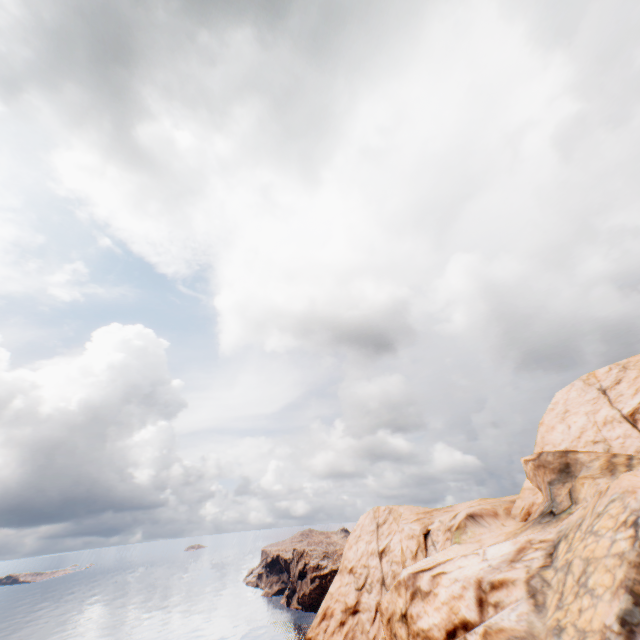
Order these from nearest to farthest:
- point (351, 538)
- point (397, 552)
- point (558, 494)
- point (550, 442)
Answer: point (558, 494), point (550, 442), point (397, 552), point (351, 538)
